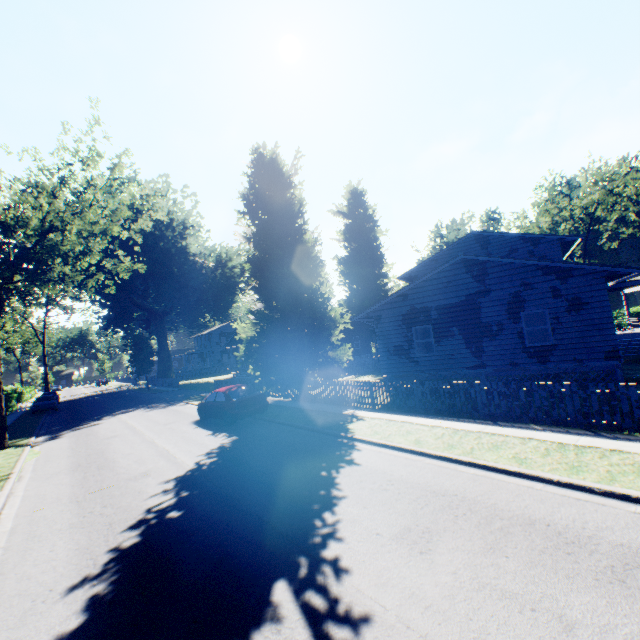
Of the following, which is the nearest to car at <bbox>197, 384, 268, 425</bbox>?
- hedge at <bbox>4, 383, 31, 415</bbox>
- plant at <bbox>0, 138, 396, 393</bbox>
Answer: plant at <bbox>0, 138, 396, 393</bbox>

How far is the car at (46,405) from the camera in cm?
3120

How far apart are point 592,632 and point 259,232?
19.3m

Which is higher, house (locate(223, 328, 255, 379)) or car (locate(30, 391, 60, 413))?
house (locate(223, 328, 255, 379))

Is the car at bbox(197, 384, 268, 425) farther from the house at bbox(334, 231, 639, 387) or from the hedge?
the hedge

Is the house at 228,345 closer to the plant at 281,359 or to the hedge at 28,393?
the plant at 281,359

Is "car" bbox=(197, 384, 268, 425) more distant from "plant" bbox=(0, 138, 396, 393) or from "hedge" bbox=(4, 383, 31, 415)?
"hedge" bbox=(4, 383, 31, 415)

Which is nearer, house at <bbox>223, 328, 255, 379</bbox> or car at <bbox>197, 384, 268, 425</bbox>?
car at <bbox>197, 384, 268, 425</bbox>
